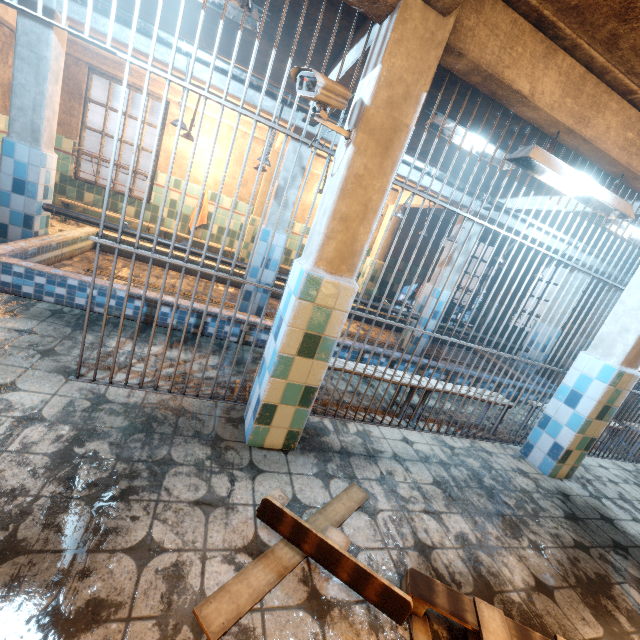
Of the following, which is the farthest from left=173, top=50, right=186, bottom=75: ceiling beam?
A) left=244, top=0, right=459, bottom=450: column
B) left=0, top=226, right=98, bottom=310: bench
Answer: left=0, top=226, right=98, bottom=310: bench

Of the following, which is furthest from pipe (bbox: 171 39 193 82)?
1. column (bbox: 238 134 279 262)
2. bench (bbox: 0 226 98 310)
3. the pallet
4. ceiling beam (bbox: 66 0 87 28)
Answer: the pallet

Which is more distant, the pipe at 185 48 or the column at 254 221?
the column at 254 221

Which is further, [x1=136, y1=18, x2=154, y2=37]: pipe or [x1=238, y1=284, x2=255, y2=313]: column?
[x1=238, y1=284, x2=255, y2=313]: column

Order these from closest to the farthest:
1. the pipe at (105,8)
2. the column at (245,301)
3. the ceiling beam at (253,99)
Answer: the pipe at (105,8), the ceiling beam at (253,99), the column at (245,301)

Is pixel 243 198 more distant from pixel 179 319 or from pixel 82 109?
pixel 179 319

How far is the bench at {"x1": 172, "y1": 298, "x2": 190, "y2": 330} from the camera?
3.4 meters

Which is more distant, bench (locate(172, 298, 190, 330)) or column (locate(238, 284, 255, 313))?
column (locate(238, 284, 255, 313))
